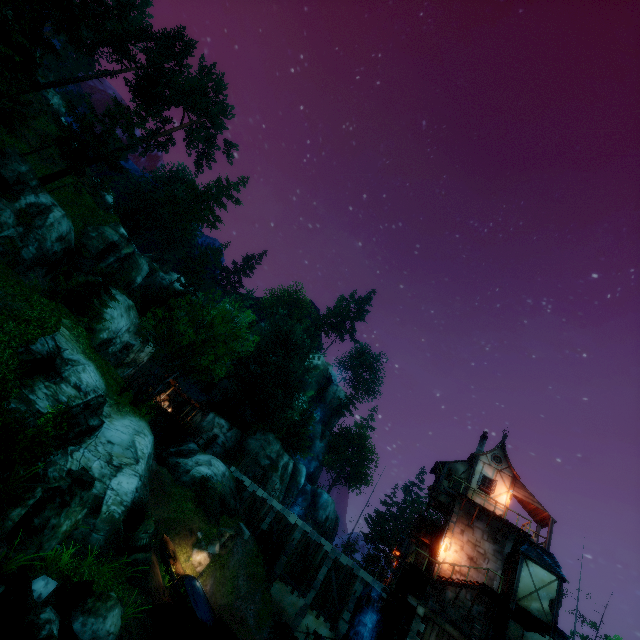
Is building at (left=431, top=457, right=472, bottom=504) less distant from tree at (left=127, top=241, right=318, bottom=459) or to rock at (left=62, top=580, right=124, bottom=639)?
tree at (left=127, top=241, right=318, bottom=459)

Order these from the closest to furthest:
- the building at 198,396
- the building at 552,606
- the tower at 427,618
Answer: the building at 552,606 → the tower at 427,618 → the building at 198,396

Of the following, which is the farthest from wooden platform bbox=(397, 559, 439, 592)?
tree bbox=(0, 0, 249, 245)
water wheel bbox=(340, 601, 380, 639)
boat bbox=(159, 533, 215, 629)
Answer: tree bbox=(0, 0, 249, 245)

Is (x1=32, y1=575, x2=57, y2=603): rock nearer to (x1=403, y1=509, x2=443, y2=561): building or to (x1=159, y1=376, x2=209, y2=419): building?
(x1=403, y1=509, x2=443, y2=561): building

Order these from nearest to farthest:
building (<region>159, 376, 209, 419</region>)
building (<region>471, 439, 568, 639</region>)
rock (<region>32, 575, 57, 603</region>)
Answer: rock (<region>32, 575, 57, 603</region>), building (<region>471, 439, 568, 639</region>), building (<region>159, 376, 209, 419</region>)

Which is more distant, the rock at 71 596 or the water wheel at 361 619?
the water wheel at 361 619

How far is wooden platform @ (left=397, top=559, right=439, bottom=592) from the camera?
20.3 meters

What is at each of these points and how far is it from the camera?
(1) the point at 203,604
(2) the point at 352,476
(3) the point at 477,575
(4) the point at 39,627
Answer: (1) boat, 20.0m
(2) tree, 59.8m
(3) tower, 21.4m
(4) rock, 8.6m
